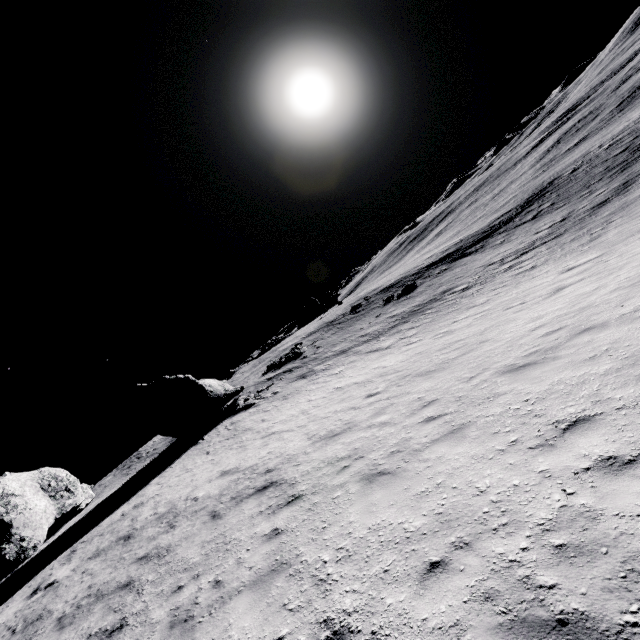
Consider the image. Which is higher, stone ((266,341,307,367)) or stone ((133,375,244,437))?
stone ((133,375,244,437))

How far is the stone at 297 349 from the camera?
34.53m

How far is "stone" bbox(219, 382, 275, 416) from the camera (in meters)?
24.42

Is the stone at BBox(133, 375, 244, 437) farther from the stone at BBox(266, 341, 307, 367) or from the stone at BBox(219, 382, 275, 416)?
the stone at BBox(266, 341, 307, 367)

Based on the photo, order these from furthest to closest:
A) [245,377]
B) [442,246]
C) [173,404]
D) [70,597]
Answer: [442,246]
[245,377]
[173,404]
[70,597]

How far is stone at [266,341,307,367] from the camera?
34.5m

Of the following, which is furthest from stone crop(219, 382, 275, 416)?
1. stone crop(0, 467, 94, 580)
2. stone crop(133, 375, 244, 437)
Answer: stone crop(0, 467, 94, 580)

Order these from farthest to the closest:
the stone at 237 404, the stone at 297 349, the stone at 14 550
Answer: the stone at 297 349 < the stone at 237 404 < the stone at 14 550
